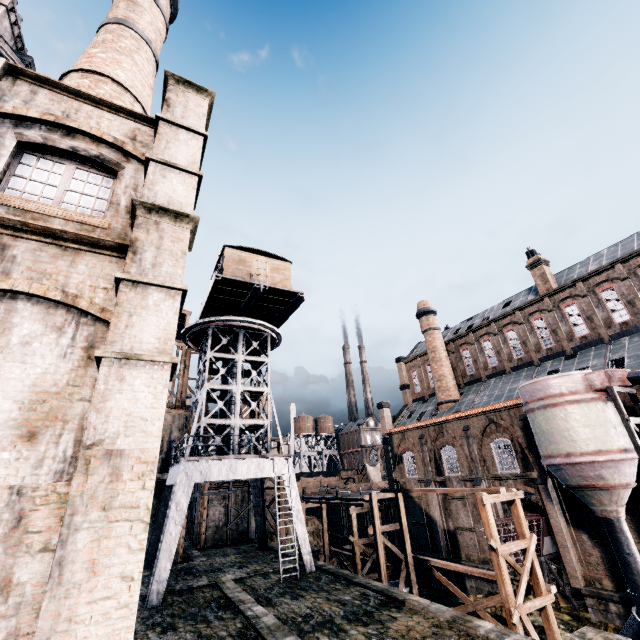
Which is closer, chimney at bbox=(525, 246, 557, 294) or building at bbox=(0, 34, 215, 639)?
building at bbox=(0, 34, 215, 639)

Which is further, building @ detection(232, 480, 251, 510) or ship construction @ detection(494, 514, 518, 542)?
building @ detection(232, 480, 251, 510)

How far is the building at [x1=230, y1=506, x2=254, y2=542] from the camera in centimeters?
3200cm

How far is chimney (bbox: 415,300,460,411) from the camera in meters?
37.2 m

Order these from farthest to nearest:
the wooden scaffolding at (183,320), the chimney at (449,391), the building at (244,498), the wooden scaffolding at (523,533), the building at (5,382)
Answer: the chimney at (449,391) < the building at (244,498) < the wooden scaffolding at (183,320) < the wooden scaffolding at (523,533) < the building at (5,382)

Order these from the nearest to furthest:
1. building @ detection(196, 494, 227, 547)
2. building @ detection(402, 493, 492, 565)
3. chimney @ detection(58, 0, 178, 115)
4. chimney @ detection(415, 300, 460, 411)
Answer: chimney @ detection(58, 0, 178, 115), building @ detection(402, 493, 492, 565), building @ detection(196, 494, 227, 547), chimney @ detection(415, 300, 460, 411)

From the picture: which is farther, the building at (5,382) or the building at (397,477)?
the building at (397,477)

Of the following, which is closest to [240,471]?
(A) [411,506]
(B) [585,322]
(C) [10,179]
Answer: (C) [10,179]
